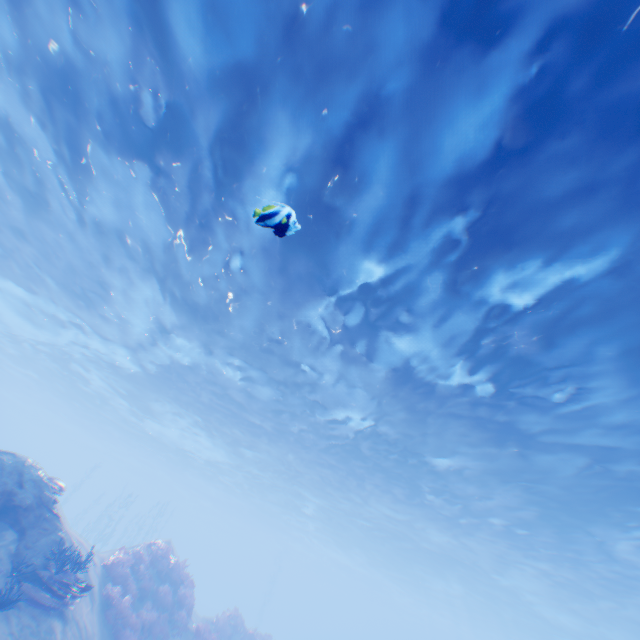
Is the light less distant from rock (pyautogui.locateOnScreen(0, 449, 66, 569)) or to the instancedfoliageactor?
rock (pyautogui.locateOnScreen(0, 449, 66, 569))

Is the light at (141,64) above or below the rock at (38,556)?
above

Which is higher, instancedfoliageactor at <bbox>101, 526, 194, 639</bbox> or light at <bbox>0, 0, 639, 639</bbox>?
light at <bbox>0, 0, 639, 639</bbox>

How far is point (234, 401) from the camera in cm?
2169

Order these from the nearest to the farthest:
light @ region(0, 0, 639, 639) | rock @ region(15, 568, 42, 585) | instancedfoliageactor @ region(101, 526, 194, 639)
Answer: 1. light @ region(0, 0, 639, 639)
2. rock @ region(15, 568, 42, 585)
3. instancedfoliageactor @ region(101, 526, 194, 639)

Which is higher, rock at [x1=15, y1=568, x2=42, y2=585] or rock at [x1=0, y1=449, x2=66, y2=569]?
rock at [x1=0, y1=449, x2=66, y2=569]

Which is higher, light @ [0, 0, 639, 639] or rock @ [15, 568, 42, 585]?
light @ [0, 0, 639, 639]

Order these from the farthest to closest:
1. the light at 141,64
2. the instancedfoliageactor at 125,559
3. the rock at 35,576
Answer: the instancedfoliageactor at 125,559 < the rock at 35,576 < the light at 141,64
